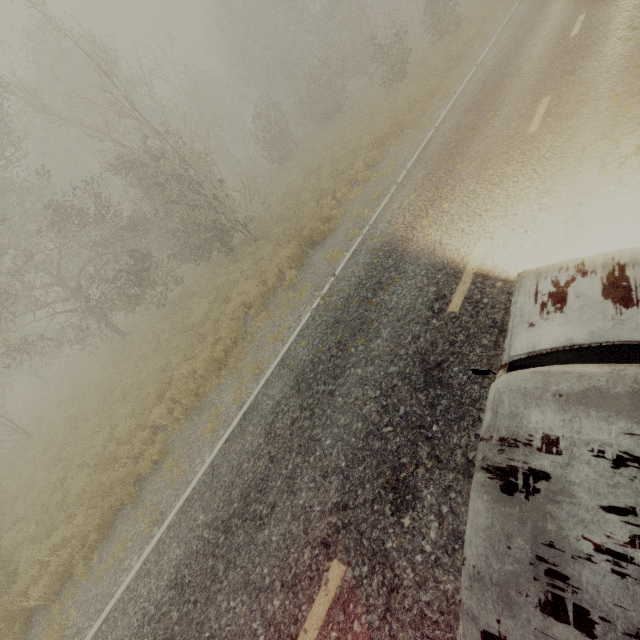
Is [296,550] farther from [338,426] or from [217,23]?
[217,23]

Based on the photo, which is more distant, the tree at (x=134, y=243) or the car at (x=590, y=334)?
the tree at (x=134, y=243)

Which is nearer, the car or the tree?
the car
